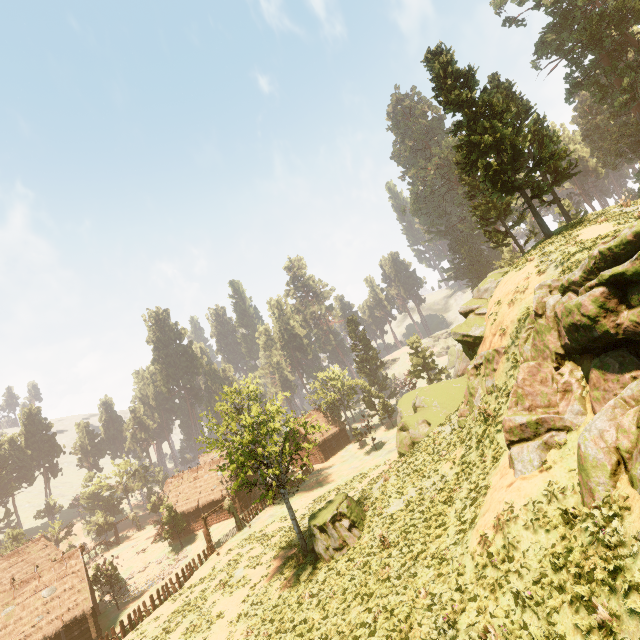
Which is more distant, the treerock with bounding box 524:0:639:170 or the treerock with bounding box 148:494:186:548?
the treerock with bounding box 148:494:186:548

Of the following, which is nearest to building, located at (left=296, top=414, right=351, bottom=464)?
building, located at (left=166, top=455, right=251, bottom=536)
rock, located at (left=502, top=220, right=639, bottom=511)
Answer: building, located at (left=166, top=455, right=251, bottom=536)

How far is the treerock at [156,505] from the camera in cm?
4344

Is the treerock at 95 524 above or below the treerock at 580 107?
below

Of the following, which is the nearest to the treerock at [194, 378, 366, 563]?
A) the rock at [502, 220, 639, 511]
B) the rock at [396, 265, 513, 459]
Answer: the rock at [396, 265, 513, 459]

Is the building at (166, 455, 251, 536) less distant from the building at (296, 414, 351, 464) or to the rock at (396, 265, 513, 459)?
the building at (296, 414, 351, 464)

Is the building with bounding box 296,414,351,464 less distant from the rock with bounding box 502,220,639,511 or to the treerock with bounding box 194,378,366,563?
the treerock with bounding box 194,378,366,563

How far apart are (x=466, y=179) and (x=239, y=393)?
40.88m
